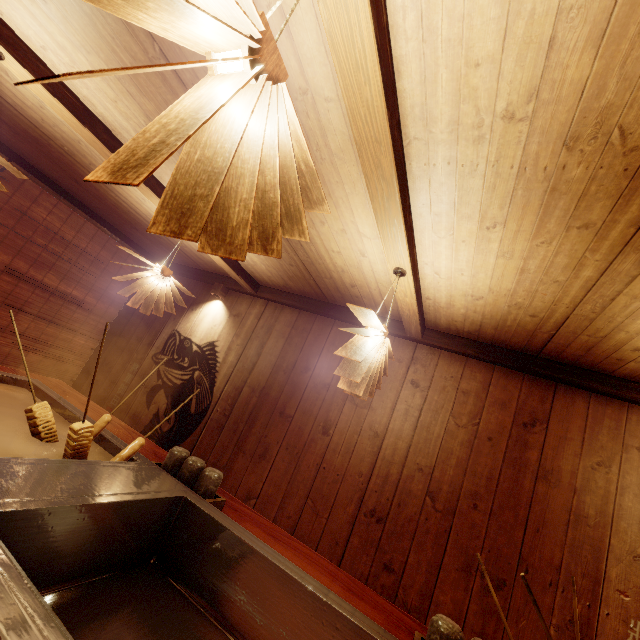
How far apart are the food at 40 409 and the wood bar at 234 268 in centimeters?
232cm

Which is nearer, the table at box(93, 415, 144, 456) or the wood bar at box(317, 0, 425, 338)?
the wood bar at box(317, 0, 425, 338)

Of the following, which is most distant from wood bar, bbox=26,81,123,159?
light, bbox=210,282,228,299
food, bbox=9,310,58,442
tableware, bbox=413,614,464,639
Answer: tableware, bbox=413,614,464,639

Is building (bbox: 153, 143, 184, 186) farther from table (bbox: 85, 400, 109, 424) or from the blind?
table (bbox: 85, 400, 109, 424)

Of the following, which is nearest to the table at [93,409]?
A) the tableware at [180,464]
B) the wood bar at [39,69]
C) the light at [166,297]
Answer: the tableware at [180,464]

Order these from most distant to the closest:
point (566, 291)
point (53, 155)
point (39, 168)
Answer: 1. point (39, 168)
2. point (53, 155)
3. point (566, 291)

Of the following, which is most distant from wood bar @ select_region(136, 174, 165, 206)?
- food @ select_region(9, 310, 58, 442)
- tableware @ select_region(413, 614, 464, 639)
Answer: tableware @ select_region(413, 614, 464, 639)

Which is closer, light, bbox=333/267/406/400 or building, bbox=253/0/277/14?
building, bbox=253/0/277/14
